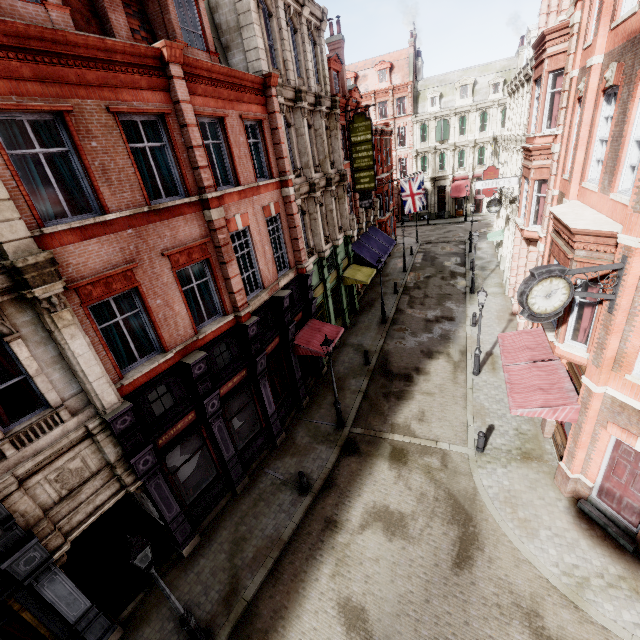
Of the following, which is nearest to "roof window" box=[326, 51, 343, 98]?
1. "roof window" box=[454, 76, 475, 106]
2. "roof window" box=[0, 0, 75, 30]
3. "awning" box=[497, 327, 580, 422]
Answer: "roof window" box=[0, 0, 75, 30]

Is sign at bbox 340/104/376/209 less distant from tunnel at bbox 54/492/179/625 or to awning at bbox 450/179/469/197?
tunnel at bbox 54/492/179/625

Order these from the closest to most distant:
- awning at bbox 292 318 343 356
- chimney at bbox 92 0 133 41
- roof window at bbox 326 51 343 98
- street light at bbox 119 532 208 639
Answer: street light at bbox 119 532 208 639
chimney at bbox 92 0 133 41
awning at bbox 292 318 343 356
roof window at bbox 326 51 343 98

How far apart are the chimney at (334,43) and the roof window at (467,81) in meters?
25.4 m

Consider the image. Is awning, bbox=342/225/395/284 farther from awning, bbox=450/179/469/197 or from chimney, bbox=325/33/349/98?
awning, bbox=450/179/469/197

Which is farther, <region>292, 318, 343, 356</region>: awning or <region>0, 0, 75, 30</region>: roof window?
<region>292, 318, 343, 356</region>: awning

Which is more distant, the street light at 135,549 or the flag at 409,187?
the flag at 409,187

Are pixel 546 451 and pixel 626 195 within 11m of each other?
yes
